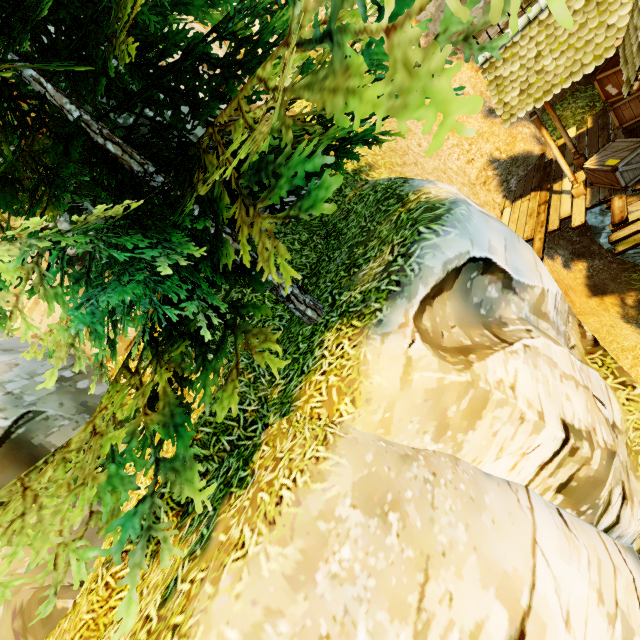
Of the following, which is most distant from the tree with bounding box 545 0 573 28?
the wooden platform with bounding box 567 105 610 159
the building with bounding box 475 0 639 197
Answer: the wooden platform with bounding box 567 105 610 159

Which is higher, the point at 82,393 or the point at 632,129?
the point at 82,393

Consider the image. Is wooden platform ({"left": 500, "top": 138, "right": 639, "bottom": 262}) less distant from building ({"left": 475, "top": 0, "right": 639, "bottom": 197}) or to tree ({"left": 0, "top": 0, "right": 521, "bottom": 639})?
building ({"left": 475, "top": 0, "right": 639, "bottom": 197})

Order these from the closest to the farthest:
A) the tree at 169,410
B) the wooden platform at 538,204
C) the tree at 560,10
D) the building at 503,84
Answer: the tree at 560,10, the tree at 169,410, the building at 503,84, the wooden platform at 538,204

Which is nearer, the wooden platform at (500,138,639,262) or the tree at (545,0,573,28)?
the tree at (545,0,573,28)

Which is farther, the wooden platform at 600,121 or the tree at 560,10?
the wooden platform at 600,121
